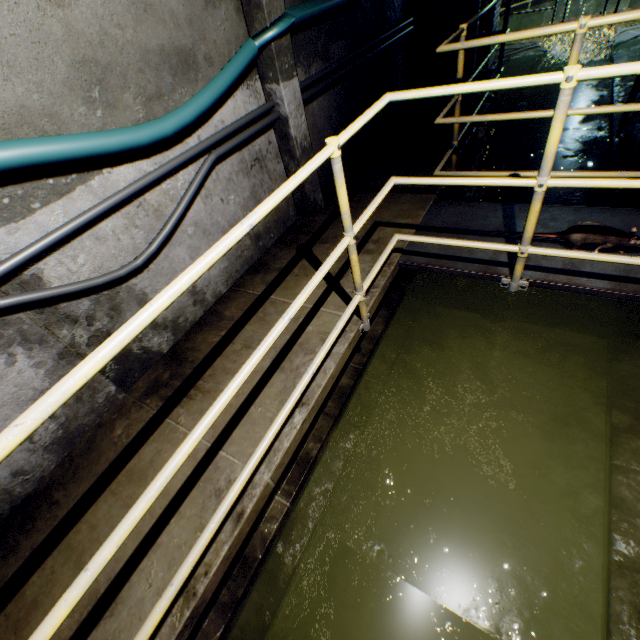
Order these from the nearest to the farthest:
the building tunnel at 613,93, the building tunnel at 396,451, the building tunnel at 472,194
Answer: the building tunnel at 396,451 → the building tunnel at 472,194 → the building tunnel at 613,93

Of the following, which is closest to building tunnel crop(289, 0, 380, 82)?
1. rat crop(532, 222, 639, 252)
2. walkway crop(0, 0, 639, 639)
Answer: walkway crop(0, 0, 639, 639)

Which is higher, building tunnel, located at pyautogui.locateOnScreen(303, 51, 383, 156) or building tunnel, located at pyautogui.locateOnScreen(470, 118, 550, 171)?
building tunnel, located at pyautogui.locateOnScreen(303, 51, 383, 156)

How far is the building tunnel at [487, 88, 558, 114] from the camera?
6.8 meters

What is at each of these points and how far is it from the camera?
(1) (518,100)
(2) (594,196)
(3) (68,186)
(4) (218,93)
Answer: (1) building tunnel, 7.33m
(2) building tunnel, 4.35m
(3) building tunnel, 1.82m
(4) cable, 2.29m

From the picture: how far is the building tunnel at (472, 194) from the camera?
4.71m

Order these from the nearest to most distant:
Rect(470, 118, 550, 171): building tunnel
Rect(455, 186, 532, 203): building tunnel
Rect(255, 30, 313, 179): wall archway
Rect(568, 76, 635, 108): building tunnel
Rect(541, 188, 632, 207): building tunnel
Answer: Rect(255, 30, 313, 179): wall archway < Rect(541, 188, 632, 207): building tunnel < Rect(455, 186, 532, 203): building tunnel < Rect(470, 118, 550, 171): building tunnel < Rect(568, 76, 635, 108): building tunnel
